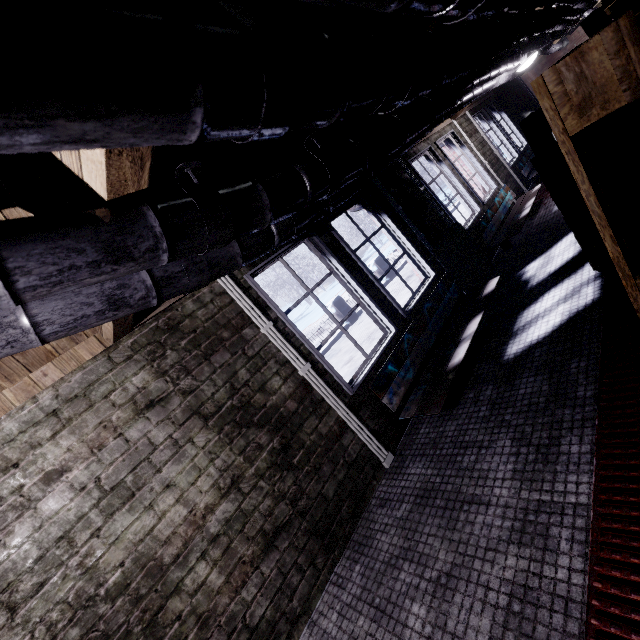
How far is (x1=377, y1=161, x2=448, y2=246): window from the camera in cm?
400

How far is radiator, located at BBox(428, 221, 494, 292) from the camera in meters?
3.9 m

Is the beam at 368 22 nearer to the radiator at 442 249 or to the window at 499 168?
the window at 499 168

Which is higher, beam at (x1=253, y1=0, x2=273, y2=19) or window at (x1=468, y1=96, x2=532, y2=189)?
beam at (x1=253, y1=0, x2=273, y2=19)

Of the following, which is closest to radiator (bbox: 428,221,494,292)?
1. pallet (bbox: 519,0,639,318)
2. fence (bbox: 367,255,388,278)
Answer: pallet (bbox: 519,0,639,318)

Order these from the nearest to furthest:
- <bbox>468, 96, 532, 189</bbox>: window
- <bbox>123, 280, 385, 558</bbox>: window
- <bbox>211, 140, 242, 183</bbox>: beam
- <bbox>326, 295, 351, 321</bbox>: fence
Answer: <bbox>211, 140, 242, 183</bbox>: beam, <bbox>123, 280, 385, 558</bbox>: window, <bbox>468, 96, 532, 189</bbox>: window, <bbox>326, 295, 351, 321</bbox>: fence

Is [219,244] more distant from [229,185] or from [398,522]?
[398,522]

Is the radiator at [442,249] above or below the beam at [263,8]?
below
